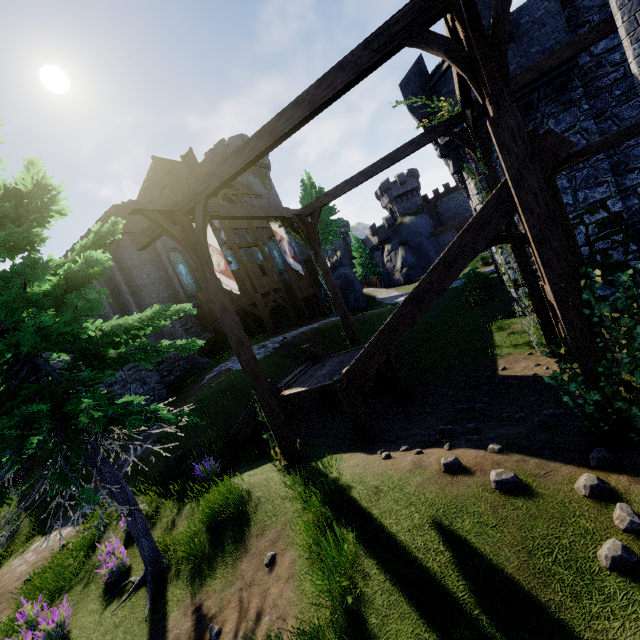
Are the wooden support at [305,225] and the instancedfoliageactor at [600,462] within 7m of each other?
no

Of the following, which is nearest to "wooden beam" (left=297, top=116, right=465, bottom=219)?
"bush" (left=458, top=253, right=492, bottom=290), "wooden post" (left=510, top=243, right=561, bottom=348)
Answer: "wooden post" (left=510, top=243, right=561, bottom=348)

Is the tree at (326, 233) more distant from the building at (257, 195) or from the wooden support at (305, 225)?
the wooden support at (305, 225)

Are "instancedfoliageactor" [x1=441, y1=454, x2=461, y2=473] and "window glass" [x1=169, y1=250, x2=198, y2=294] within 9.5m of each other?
no

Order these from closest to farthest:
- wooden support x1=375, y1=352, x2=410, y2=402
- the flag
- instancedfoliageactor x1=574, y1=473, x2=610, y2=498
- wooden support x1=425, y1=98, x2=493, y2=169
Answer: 1. instancedfoliageactor x1=574, y1=473, x2=610, y2=498
2. wooden support x1=425, y1=98, x2=493, y2=169
3. wooden support x1=375, y1=352, x2=410, y2=402
4. the flag

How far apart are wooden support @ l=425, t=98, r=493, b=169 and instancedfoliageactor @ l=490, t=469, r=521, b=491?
8.23m

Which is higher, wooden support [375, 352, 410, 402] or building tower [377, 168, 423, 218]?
building tower [377, 168, 423, 218]

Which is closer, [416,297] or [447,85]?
[416,297]
